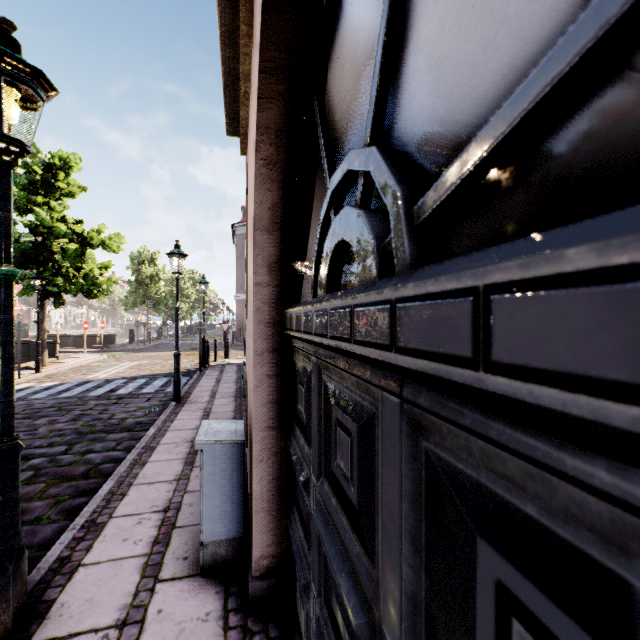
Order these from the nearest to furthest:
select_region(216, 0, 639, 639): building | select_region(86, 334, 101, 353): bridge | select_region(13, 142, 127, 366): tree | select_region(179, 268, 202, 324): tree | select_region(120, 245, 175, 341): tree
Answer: select_region(216, 0, 639, 639): building → select_region(13, 142, 127, 366): tree → select_region(86, 334, 101, 353): bridge → select_region(120, 245, 175, 341): tree → select_region(179, 268, 202, 324): tree

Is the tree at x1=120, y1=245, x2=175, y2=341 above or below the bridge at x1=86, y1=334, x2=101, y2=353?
above

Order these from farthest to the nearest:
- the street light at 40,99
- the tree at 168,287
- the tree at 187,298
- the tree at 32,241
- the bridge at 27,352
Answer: the tree at 187,298
the tree at 168,287
the bridge at 27,352
the tree at 32,241
the street light at 40,99

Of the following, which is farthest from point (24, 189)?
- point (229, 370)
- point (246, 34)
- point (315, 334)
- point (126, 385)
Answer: point (315, 334)

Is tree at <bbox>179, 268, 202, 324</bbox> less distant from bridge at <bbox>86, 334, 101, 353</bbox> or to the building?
bridge at <bbox>86, 334, 101, 353</bbox>

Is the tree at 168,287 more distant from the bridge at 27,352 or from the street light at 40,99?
the bridge at 27,352
